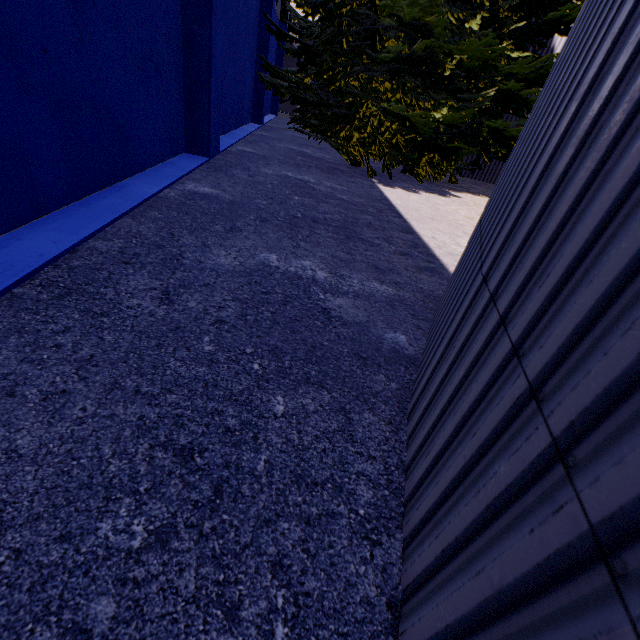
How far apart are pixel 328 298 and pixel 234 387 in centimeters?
138cm

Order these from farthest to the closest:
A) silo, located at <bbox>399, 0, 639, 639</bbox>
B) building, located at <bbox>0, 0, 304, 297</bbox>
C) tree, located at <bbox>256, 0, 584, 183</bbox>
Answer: tree, located at <bbox>256, 0, 584, 183</bbox>, building, located at <bbox>0, 0, 304, 297</bbox>, silo, located at <bbox>399, 0, 639, 639</bbox>

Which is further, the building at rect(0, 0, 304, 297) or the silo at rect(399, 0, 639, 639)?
the building at rect(0, 0, 304, 297)

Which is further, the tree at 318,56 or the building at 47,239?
the tree at 318,56

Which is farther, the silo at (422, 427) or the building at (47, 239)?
the building at (47, 239)

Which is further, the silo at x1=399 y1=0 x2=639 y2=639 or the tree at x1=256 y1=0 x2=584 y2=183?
the tree at x1=256 y1=0 x2=584 y2=183

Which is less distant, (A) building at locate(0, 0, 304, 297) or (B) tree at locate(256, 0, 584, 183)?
(A) building at locate(0, 0, 304, 297)
